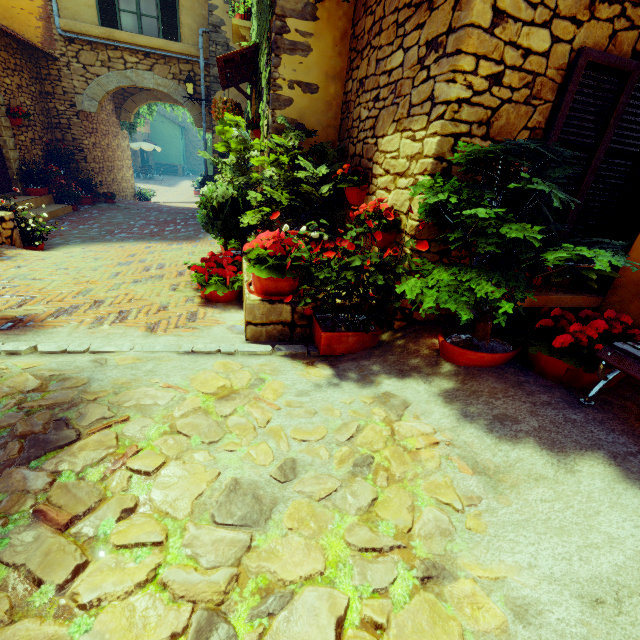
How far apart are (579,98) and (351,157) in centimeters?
230cm

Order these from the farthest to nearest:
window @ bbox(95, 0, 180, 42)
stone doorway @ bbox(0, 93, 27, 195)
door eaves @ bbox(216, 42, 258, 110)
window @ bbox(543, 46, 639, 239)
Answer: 1. window @ bbox(95, 0, 180, 42)
2. stone doorway @ bbox(0, 93, 27, 195)
3. door eaves @ bbox(216, 42, 258, 110)
4. window @ bbox(543, 46, 639, 239)

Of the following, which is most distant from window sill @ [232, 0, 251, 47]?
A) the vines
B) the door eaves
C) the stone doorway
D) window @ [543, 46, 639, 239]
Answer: window @ [543, 46, 639, 239]

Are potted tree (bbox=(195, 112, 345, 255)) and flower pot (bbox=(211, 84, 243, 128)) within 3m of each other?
yes

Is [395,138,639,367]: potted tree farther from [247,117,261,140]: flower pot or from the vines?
[247,117,261,140]: flower pot

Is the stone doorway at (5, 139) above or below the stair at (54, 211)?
above

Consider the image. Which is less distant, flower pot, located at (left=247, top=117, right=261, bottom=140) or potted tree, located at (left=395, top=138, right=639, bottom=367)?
potted tree, located at (left=395, top=138, right=639, bottom=367)

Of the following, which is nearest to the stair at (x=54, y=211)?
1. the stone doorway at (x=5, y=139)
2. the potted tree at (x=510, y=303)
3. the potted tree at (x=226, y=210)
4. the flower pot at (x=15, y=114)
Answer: the stone doorway at (x=5, y=139)
